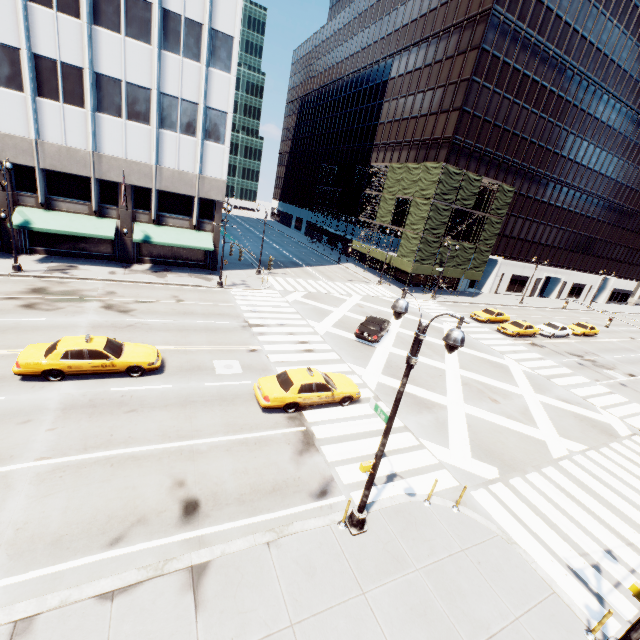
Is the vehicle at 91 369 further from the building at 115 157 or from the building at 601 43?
the building at 601 43

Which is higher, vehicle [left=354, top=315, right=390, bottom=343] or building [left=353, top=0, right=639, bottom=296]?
building [left=353, top=0, right=639, bottom=296]

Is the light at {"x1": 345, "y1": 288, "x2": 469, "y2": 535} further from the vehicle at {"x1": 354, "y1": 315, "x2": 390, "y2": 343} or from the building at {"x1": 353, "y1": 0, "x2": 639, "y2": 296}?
the building at {"x1": 353, "y1": 0, "x2": 639, "y2": 296}

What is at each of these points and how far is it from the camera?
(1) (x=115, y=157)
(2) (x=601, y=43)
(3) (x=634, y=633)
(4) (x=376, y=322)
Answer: (1) building, 26.39m
(2) building, 43.78m
(3) light, 7.59m
(4) vehicle, 24.58m

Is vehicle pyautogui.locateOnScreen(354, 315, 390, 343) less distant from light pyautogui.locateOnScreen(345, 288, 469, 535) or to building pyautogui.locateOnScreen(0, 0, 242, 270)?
light pyautogui.locateOnScreen(345, 288, 469, 535)

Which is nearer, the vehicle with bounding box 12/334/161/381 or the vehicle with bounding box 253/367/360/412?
the vehicle with bounding box 12/334/161/381

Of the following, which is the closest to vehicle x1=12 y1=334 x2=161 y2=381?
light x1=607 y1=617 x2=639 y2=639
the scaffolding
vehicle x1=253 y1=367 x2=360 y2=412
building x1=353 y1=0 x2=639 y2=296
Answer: vehicle x1=253 y1=367 x2=360 y2=412

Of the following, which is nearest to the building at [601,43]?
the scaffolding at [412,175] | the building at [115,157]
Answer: the scaffolding at [412,175]
